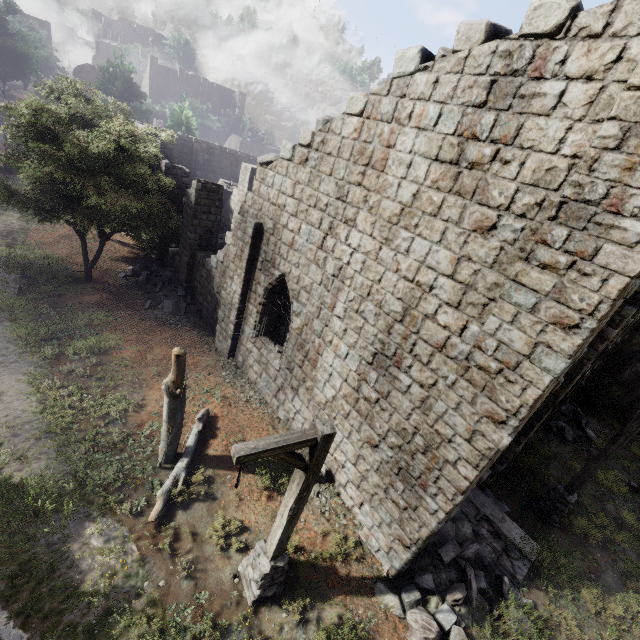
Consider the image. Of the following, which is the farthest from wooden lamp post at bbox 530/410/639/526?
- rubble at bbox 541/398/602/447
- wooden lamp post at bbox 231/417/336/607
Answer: wooden lamp post at bbox 231/417/336/607

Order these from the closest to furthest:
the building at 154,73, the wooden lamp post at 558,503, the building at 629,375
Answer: the wooden lamp post at 558,503 < the building at 629,375 < the building at 154,73

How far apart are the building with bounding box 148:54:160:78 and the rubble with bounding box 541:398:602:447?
79.2m

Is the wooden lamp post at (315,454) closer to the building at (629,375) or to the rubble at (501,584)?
the rubble at (501,584)

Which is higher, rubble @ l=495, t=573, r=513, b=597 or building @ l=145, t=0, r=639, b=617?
building @ l=145, t=0, r=639, b=617

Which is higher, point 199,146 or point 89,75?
point 89,75

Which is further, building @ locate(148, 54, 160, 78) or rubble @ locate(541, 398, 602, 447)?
building @ locate(148, 54, 160, 78)

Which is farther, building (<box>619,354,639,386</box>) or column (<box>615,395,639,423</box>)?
building (<box>619,354,639,386</box>)
